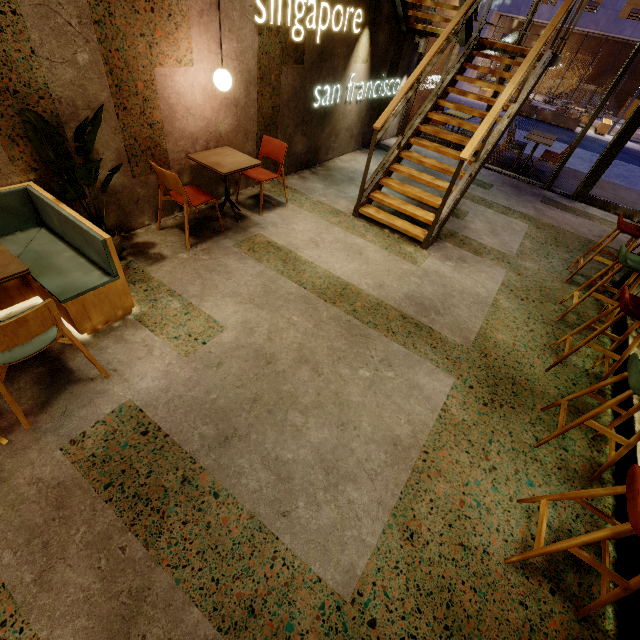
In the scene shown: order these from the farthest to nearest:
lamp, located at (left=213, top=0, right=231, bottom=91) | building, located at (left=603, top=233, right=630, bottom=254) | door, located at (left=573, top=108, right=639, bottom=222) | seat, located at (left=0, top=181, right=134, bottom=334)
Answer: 1. door, located at (left=573, top=108, right=639, bottom=222)
2. building, located at (left=603, top=233, right=630, bottom=254)
3. lamp, located at (left=213, top=0, right=231, bottom=91)
4. seat, located at (left=0, top=181, right=134, bottom=334)

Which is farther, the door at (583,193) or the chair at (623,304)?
the door at (583,193)

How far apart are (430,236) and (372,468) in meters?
3.4

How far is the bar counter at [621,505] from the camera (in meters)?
2.31

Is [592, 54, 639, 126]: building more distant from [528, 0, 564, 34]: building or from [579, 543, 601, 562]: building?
[579, 543, 601, 562]: building

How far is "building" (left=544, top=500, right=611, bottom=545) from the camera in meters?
2.2

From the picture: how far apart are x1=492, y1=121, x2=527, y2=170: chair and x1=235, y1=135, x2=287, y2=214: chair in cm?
633

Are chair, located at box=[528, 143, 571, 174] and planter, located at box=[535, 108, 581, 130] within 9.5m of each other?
no
